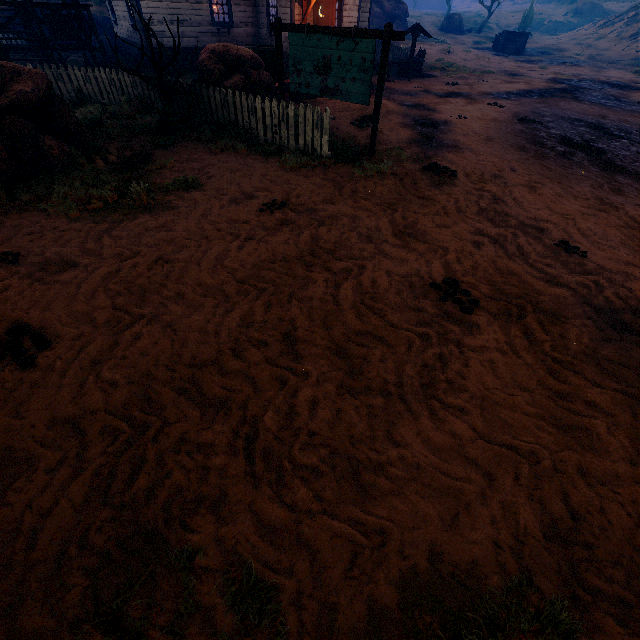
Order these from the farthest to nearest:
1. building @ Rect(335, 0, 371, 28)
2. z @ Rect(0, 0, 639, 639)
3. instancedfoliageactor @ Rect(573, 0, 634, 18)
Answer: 1. instancedfoliageactor @ Rect(573, 0, 634, 18)
2. building @ Rect(335, 0, 371, 28)
3. z @ Rect(0, 0, 639, 639)

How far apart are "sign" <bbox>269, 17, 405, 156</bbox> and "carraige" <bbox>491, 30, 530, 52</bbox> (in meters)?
41.27

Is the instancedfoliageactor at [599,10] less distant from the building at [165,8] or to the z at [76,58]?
the z at [76,58]

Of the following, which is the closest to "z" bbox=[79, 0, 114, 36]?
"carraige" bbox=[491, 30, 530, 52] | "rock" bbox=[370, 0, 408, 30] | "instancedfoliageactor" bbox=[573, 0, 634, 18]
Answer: "carraige" bbox=[491, 30, 530, 52]

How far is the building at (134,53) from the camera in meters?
18.5

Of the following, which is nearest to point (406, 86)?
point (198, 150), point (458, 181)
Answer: point (458, 181)

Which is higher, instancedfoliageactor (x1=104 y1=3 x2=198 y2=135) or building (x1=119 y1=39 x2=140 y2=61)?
building (x1=119 y1=39 x2=140 y2=61)

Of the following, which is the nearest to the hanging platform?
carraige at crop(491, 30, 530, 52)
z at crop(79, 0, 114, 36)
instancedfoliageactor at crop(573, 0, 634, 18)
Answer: z at crop(79, 0, 114, 36)
